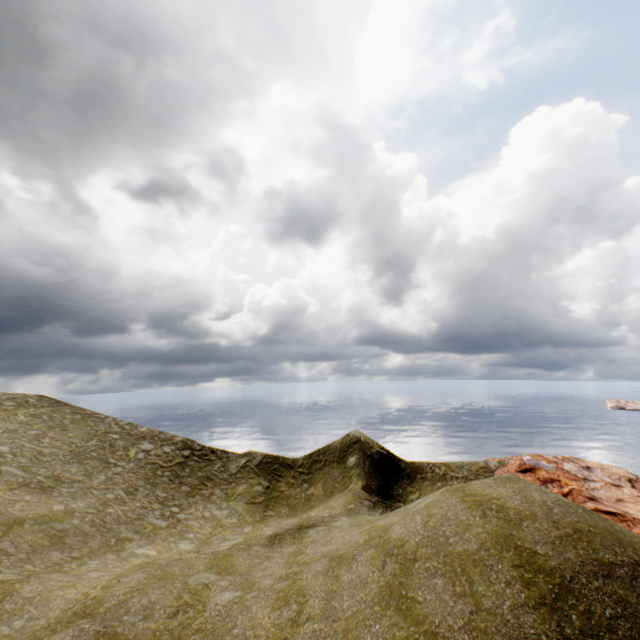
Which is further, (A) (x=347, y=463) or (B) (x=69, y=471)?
(A) (x=347, y=463)
